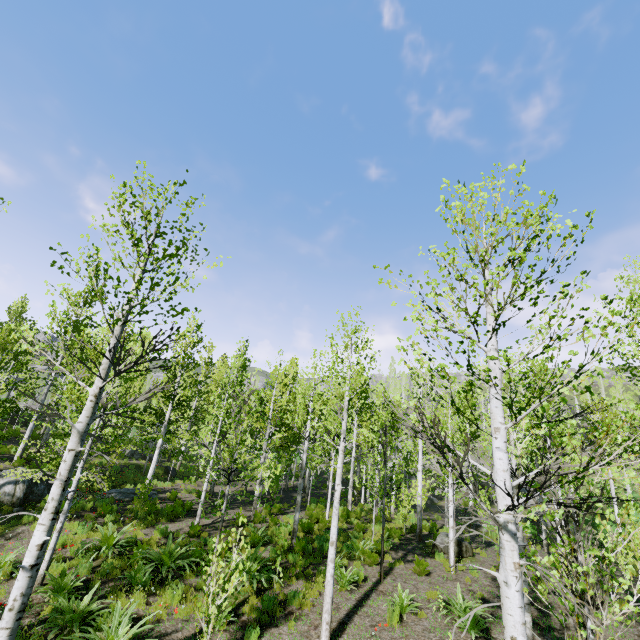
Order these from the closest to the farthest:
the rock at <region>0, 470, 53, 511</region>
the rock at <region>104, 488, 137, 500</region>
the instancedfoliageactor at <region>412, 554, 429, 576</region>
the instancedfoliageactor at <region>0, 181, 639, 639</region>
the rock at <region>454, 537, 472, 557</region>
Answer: the instancedfoliageactor at <region>0, 181, 639, 639</region>
the instancedfoliageactor at <region>412, 554, 429, 576</region>
the rock at <region>454, 537, 472, 557</region>
the rock at <region>0, 470, 53, 511</region>
the rock at <region>104, 488, 137, 500</region>

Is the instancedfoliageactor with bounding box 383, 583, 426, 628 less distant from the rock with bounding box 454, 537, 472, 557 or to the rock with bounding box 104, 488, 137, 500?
the rock with bounding box 104, 488, 137, 500

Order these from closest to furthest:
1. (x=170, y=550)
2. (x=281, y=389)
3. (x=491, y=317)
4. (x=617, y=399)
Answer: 1. (x=491, y=317)
2. (x=170, y=550)
3. (x=281, y=389)
4. (x=617, y=399)

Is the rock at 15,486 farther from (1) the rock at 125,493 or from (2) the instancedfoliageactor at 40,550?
(1) the rock at 125,493

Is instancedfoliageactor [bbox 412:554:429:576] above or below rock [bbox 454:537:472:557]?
below

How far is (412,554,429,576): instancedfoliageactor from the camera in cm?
1112

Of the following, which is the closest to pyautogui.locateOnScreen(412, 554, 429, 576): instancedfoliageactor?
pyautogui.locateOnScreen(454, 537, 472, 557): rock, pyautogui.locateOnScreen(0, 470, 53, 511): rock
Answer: pyautogui.locateOnScreen(0, 470, 53, 511): rock

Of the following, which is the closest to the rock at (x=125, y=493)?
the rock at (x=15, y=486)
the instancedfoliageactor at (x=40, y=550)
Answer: the instancedfoliageactor at (x=40, y=550)
